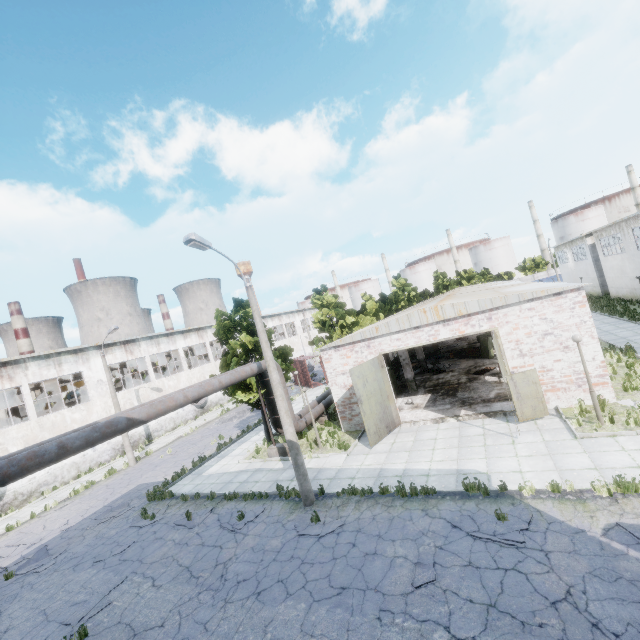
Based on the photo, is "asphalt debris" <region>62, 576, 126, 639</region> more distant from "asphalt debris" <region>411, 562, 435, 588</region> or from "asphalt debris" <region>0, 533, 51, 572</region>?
"asphalt debris" <region>411, 562, 435, 588</region>

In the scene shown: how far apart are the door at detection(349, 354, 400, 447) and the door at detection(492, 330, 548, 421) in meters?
5.3 m

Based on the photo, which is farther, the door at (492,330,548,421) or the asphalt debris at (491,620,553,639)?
the door at (492,330,548,421)

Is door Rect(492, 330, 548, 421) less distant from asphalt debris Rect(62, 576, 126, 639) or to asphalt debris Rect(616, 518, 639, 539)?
asphalt debris Rect(616, 518, 639, 539)

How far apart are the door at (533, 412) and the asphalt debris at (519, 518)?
4.3 meters

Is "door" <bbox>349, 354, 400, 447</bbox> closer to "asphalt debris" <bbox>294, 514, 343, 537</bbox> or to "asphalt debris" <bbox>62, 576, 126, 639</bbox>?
"asphalt debris" <bbox>294, 514, 343, 537</bbox>

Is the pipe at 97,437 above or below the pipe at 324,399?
above

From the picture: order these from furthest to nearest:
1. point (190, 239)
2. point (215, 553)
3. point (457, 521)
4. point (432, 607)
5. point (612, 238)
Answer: point (612, 238) < point (215, 553) < point (190, 239) < point (457, 521) < point (432, 607)
